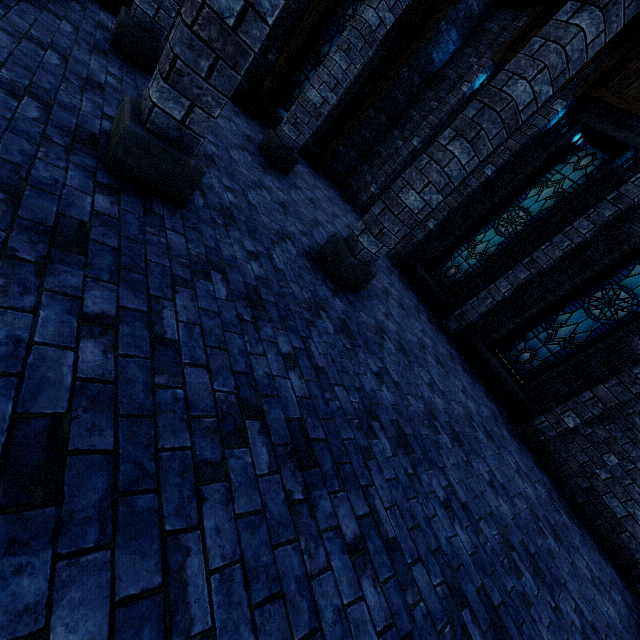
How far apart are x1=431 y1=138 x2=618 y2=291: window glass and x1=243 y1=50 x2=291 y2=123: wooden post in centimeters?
677cm

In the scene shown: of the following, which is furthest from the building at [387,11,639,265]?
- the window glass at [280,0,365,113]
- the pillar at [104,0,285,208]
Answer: the window glass at [280,0,365,113]

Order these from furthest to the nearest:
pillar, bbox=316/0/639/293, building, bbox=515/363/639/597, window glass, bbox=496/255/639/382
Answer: window glass, bbox=496/255/639/382 → building, bbox=515/363/639/597 → pillar, bbox=316/0/639/293

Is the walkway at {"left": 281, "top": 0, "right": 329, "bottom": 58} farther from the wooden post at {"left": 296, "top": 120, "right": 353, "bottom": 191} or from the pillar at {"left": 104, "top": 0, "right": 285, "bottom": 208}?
the pillar at {"left": 104, "top": 0, "right": 285, "bottom": 208}

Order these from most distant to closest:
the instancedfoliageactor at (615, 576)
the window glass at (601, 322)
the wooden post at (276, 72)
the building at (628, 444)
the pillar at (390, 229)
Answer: the wooden post at (276, 72)
the window glass at (601, 322)
the building at (628, 444)
the instancedfoliageactor at (615, 576)
the pillar at (390, 229)

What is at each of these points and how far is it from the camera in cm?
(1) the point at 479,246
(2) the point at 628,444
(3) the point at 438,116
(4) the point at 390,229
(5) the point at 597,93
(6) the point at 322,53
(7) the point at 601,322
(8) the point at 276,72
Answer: (1) window glass, 891
(2) building, 581
(3) building, 1025
(4) pillar, 466
(5) building, 738
(6) window glass, 961
(7) window glass, 679
(8) wooden post, 888

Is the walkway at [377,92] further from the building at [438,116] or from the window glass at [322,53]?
the window glass at [322,53]

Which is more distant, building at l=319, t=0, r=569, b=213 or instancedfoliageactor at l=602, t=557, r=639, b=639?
building at l=319, t=0, r=569, b=213
